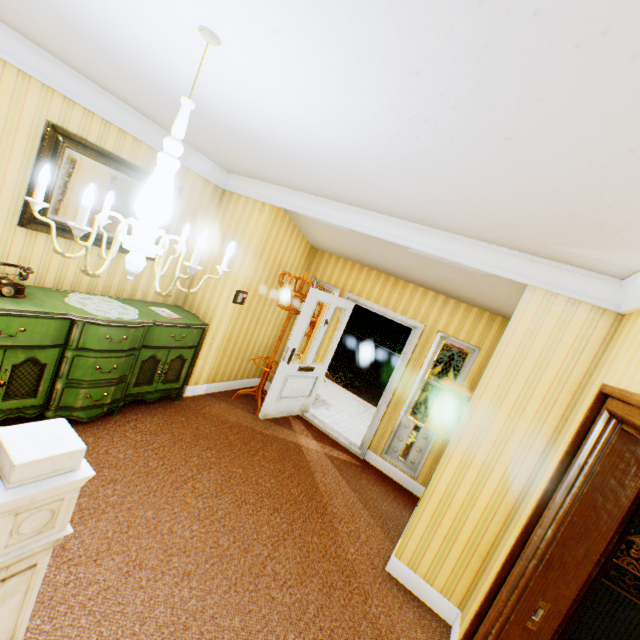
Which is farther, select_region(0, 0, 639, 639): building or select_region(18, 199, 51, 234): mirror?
select_region(18, 199, 51, 234): mirror

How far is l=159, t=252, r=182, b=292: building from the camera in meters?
4.4

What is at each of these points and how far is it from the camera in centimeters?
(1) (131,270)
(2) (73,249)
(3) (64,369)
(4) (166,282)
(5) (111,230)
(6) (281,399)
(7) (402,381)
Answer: (1) ceiling light, 160cm
(2) building, 343cm
(3) cabinet, 302cm
(4) building, 447cm
(5) mirror, 364cm
(6) door, 495cm
(7) building, 488cm

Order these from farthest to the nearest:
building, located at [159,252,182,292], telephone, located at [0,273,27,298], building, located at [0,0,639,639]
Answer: building, located at [159,252,182,292] < telephone, located at [0,273,27,298] < building, located at [0,0,639,639]

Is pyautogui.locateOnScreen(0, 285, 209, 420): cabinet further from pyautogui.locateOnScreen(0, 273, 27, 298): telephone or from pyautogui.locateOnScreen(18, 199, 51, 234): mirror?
pyautogui.locateOnScreen(18, 199, 51, 234): mirror

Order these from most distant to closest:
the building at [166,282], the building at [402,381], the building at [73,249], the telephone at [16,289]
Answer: the building at [166,282]
the building at [73,249]
the telephone at [16,289]
the building at [402,381]

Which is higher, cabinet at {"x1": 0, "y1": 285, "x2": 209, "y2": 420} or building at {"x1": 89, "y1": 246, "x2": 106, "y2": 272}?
building at {"x1": 89, "y1": 246, "x2": 106, "y2": 272}

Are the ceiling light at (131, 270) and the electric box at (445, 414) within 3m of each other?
yes
